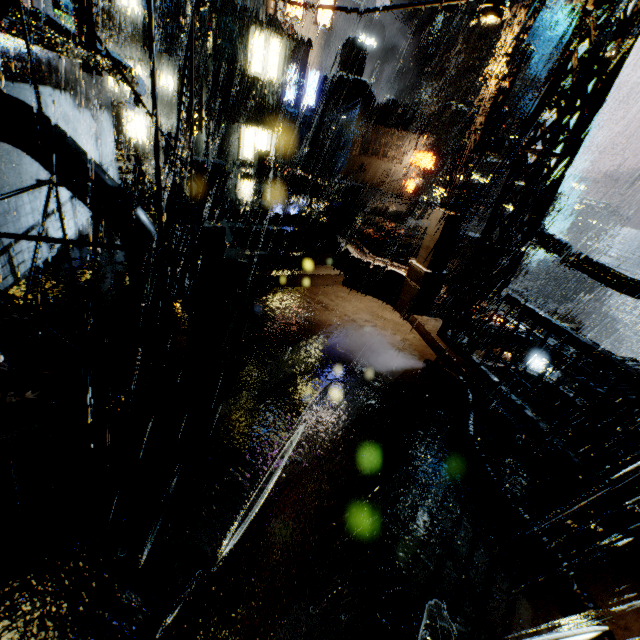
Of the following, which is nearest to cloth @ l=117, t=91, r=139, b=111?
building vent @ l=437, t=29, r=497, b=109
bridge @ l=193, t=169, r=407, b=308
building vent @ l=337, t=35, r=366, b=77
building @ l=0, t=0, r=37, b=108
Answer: building @ l=0, t=0, r=37, b=108

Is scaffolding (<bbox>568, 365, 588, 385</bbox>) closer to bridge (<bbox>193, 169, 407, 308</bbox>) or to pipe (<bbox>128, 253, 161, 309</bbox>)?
bridge (<bbox>193, 169, 407, 308</bbox>)

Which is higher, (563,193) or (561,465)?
(563,193)

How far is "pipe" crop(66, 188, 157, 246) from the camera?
6.64m

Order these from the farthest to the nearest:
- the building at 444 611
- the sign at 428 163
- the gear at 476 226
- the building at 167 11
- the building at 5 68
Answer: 1. the gear at 476 226
2. the sign at 428 163
3. the building at 167 11
4. the building at 5 68
5. the building at 444 611

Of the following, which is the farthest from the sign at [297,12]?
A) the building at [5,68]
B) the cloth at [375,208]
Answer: the cloth at [375,208]

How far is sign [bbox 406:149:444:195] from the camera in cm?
3112

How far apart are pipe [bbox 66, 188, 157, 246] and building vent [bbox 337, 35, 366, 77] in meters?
48.3 m
